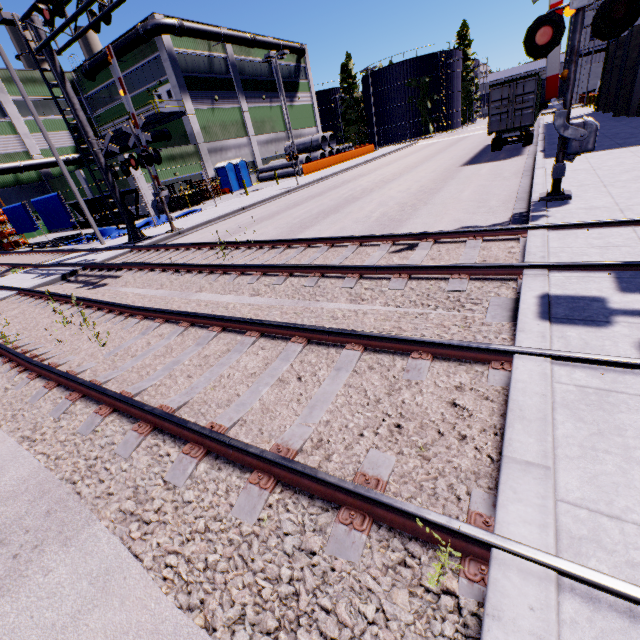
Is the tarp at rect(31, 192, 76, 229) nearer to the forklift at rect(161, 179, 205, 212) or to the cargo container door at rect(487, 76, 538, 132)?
the forklift at rect(161, 179, 205, 212)

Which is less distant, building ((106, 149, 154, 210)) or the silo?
building ((106, 149, 154, 210))

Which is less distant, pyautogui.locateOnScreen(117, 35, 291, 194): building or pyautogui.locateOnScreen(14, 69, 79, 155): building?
pyautogui.locateOnScreen(117, 35, 291, 194): building

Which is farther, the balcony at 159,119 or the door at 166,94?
the door at 166,94

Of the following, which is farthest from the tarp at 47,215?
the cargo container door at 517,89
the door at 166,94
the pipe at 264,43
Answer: the cargo container door at 517,89

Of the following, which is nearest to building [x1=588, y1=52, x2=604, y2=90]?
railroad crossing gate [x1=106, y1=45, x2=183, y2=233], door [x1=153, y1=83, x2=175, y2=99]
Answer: door [x1=153, y1=83, x2=175, y2=99]

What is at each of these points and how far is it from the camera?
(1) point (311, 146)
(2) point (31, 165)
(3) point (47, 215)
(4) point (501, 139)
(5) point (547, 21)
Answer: (1) concrete pipe stack, 40.0m
(2) pipe, 32.7m
(3) tarp, 20.6m
(4) semi trailer, 19.7m
(5) railroad crossing gate, 6.7m

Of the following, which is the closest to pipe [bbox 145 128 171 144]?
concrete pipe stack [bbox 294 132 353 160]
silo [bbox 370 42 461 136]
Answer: silo [bbox 370 42 461 136]
